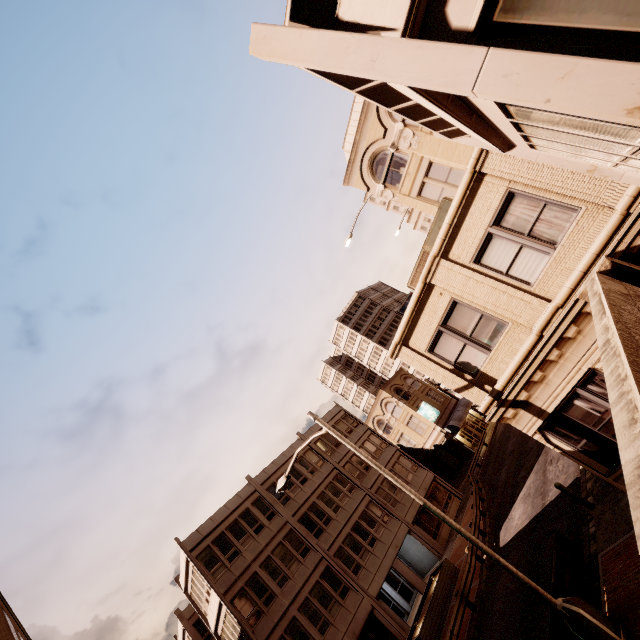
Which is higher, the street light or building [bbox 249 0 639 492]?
building [bbox 249 0 639 492]

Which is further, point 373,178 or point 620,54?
point 373,178

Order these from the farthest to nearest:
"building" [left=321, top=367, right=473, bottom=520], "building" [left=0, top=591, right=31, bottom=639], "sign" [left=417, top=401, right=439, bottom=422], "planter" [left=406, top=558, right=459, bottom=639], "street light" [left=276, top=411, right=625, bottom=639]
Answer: "sign" [left=417, top=401, right=439, bottom=422] < "building" [left=321, top=367, right=473, bottom=520] < "planter" [left=406, top=558, right=459, bottom=639] < "building" [left=0, top=591, right=31, bottom=639] < "street light" [left=276, top=411, right=625, bottom=639]

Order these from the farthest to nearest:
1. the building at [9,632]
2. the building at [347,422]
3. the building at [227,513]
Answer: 1. the building at [347,422]
2. the building at [227,513]
3. the building at [9,632]

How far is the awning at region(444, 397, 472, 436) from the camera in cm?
3850

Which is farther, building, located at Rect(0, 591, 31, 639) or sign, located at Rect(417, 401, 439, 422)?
sign, located at Rect(417, 401, 439, 422)

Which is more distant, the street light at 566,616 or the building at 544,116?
the street light at 566,616

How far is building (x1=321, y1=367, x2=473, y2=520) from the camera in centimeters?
3247cm
